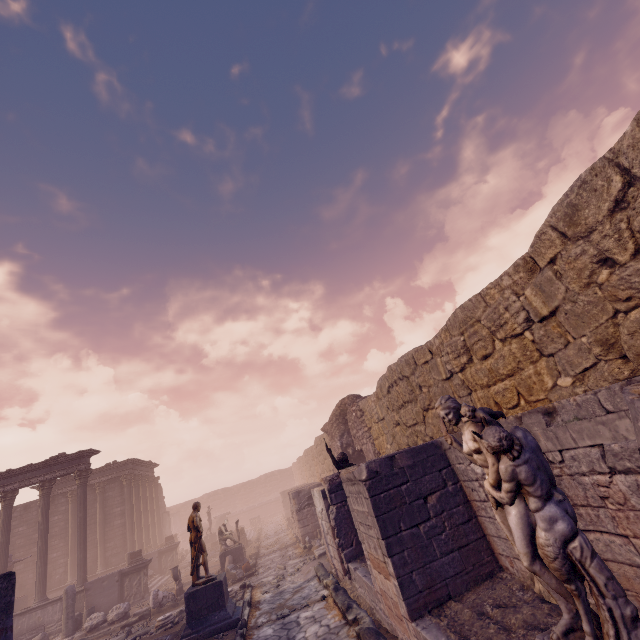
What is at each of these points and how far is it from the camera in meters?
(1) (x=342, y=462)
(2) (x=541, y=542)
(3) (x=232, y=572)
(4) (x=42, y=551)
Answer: (1) sculpture, 9.0
(2) sculpture, 3.3
(3) building debris, 14.2
(4) column, 16.2

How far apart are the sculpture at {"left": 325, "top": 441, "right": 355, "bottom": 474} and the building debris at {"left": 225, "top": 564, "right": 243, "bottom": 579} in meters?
8.9

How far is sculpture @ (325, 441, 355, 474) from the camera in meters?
8.5 m

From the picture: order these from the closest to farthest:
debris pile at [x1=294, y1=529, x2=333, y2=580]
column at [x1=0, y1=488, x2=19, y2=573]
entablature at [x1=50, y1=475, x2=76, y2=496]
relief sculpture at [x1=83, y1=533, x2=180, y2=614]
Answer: debris pile at [x1=294, y1=529, x2=333, y2=580], relief sculpture at [x1=83, y1=533, x2=180, y2=614], column at [x1=0, y1=488, x2=19, y2=573], entablature at [x1=50, y1=475, x2=76, y2=496]

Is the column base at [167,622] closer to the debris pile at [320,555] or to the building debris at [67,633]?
Result: the building debris at [67,633]

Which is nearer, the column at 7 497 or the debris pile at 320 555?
the debris pile at 320 555

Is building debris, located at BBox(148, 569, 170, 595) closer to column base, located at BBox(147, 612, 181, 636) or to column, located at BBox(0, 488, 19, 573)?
column, located at BBox(0, 488, 19, 573)

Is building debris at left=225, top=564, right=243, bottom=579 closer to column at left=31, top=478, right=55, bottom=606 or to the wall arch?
the wall arch
